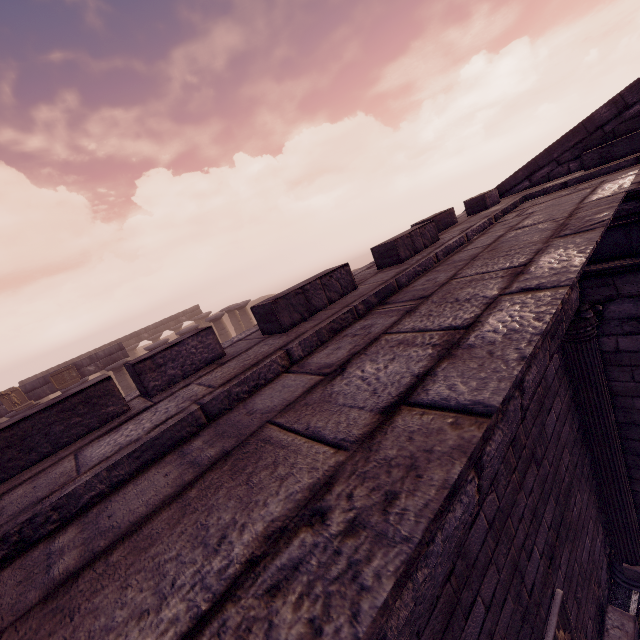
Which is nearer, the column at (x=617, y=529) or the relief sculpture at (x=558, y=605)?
the relief sculpture at (x=558, y=605)

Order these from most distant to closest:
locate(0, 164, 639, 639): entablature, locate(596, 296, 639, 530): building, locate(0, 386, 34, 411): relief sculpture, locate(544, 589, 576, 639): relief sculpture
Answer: locate(0, 386, 34, 411): relief sculpture → locate(596, 296, 639, 530): building → locate(544, 589, 576, 639): relief sculpture → locate(0, 164, 639, 639): entablature

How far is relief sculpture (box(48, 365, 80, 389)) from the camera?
17.1 meters

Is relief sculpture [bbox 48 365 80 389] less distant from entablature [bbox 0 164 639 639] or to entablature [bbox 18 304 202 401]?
Answer: entablature [bbox 18 304 202 401]

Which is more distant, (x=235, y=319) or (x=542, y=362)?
(x=235, y=319)

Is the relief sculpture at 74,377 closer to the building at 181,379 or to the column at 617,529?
the building at 181,379

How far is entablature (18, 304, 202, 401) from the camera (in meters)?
16.72

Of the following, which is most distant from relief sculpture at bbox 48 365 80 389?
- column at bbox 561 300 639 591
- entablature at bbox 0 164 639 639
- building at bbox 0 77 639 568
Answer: column at bbox 561 300 639 591
